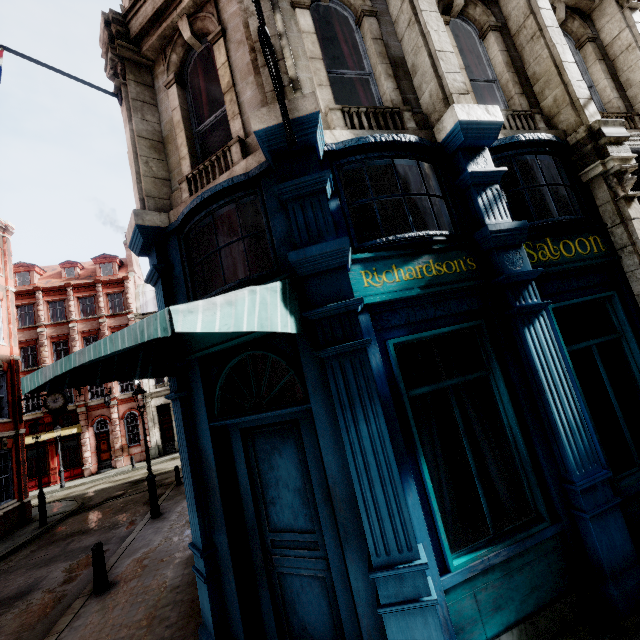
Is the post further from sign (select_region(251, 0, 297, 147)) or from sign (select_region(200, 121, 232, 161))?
sign (select_region(251, 0, 297, 147))

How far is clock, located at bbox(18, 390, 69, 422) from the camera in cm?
1722

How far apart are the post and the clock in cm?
1373

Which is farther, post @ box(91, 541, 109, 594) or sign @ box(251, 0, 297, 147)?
post @ box(91, 541, 109, 594)

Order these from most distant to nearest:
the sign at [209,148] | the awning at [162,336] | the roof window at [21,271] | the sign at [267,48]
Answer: the roof window at [21,271]
the sign at [209,148]
the sign at [267,48]
the awning at [162,336]

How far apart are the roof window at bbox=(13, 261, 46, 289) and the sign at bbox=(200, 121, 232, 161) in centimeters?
3784cm

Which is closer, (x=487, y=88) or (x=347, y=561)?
(x=347, y=561)

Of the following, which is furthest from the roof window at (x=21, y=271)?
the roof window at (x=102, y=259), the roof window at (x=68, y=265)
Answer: the roof window at (x=102, y=259)
